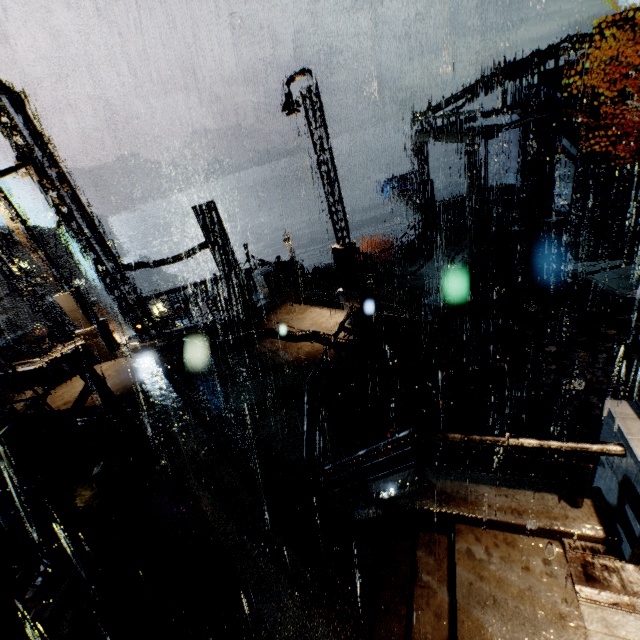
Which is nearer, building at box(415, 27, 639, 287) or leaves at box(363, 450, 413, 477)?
leaves at box(363, 450, 413, 477)

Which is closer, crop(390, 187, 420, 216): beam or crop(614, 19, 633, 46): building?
crop(614, 19, 633, 46): building

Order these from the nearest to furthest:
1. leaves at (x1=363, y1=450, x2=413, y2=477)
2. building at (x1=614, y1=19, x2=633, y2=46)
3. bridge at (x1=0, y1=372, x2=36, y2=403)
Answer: leaves at (x1=363, y1=450, x2=413, y2=477), bridge at (x1=0, y1=372, x2=36, y2=403), building at (x1=614, y1=19, x2=633, y2=46)

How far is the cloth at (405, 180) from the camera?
31.5m

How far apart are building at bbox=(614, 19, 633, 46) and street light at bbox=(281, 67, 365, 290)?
16.8 meters

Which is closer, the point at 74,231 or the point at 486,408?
the point at 486,408

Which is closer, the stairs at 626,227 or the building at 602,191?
the building at 602,191

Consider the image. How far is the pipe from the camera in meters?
10.1 m
